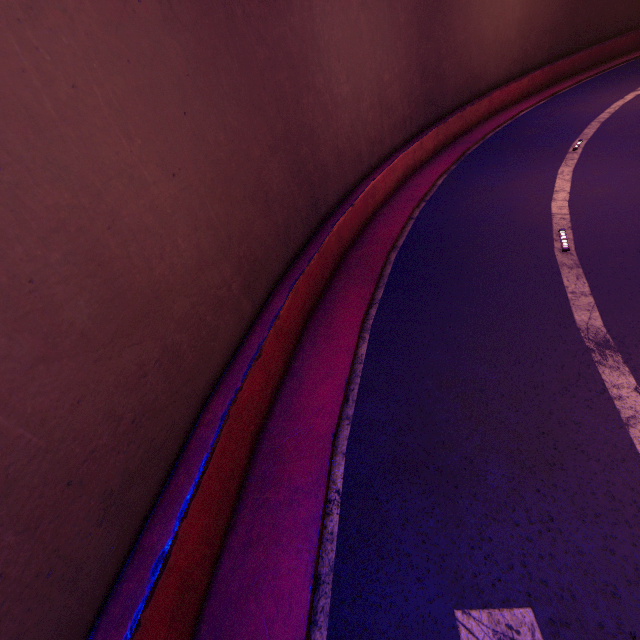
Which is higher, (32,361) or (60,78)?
(60,78)
